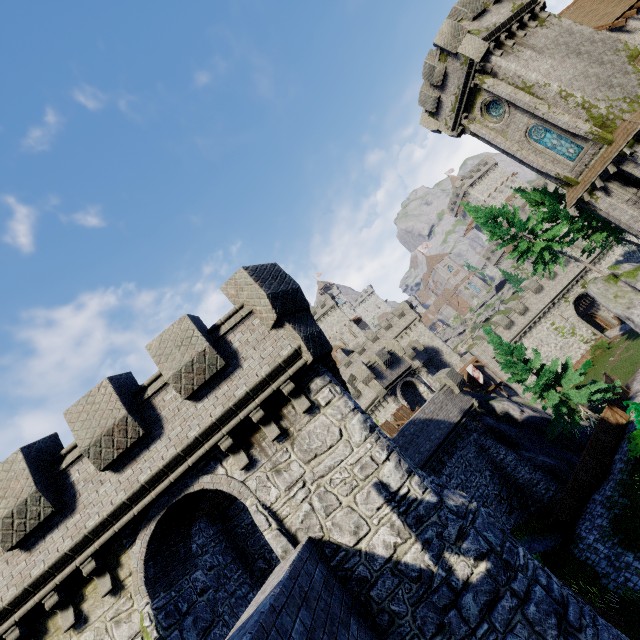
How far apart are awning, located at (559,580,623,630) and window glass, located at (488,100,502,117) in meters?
27.1

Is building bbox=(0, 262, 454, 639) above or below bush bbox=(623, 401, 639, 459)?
above

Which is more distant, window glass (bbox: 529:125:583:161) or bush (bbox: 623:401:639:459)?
window glass (bbox: 529:125:583:161)

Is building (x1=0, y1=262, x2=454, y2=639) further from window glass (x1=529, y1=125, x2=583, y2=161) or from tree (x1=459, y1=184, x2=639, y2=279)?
window glass (x1=529, y1=125, x2=583, y2=161)

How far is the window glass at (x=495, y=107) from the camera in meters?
23.6

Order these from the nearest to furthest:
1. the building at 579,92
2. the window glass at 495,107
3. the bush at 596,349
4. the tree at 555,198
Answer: the building at 579,92 < the window glass at 495,107 < the tree at 555,198 < the bush at 596,349

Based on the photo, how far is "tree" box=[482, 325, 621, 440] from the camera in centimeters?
2194cm

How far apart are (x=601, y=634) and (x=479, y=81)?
29.1m
